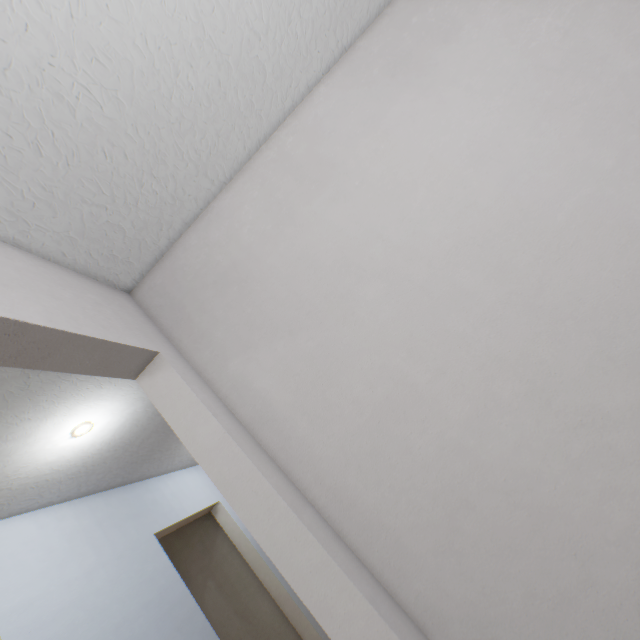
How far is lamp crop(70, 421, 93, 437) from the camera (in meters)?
1.55

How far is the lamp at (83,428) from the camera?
1.55m

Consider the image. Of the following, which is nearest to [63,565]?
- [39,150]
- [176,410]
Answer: [176,410]
